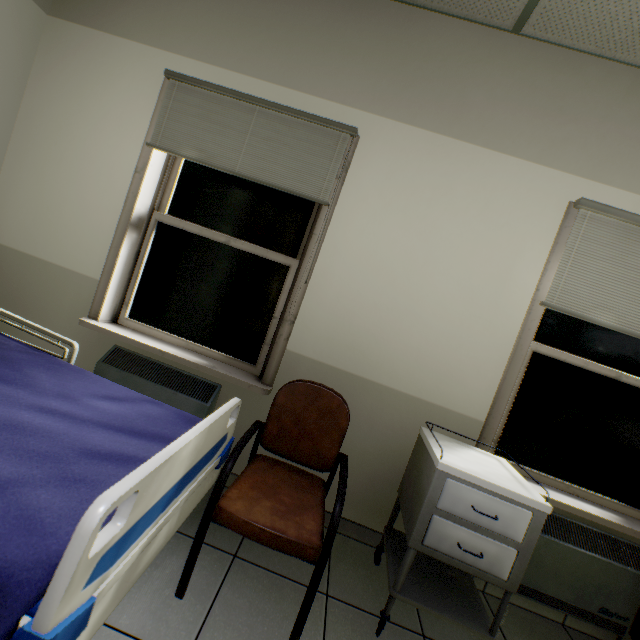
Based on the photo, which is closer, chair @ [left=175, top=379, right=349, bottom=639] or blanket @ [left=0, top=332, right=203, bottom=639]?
blanket @ [left=0, top=332, right=203, bottom=639]

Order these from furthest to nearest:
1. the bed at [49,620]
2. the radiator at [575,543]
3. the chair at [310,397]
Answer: the radiator at [575,543]
the chair at [310,397]
the bed at [49,620]

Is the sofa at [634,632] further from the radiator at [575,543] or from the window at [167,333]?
the window at [167,333]

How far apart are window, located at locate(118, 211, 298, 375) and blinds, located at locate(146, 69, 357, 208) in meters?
0.2

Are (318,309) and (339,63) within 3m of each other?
yes

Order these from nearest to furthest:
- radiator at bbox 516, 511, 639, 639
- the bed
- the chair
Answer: the bed, the chair, radiator at bbox 516, 511, 639, 639

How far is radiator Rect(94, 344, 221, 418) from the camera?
2.03m

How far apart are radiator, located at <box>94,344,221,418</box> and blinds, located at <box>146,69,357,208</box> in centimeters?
98cm
